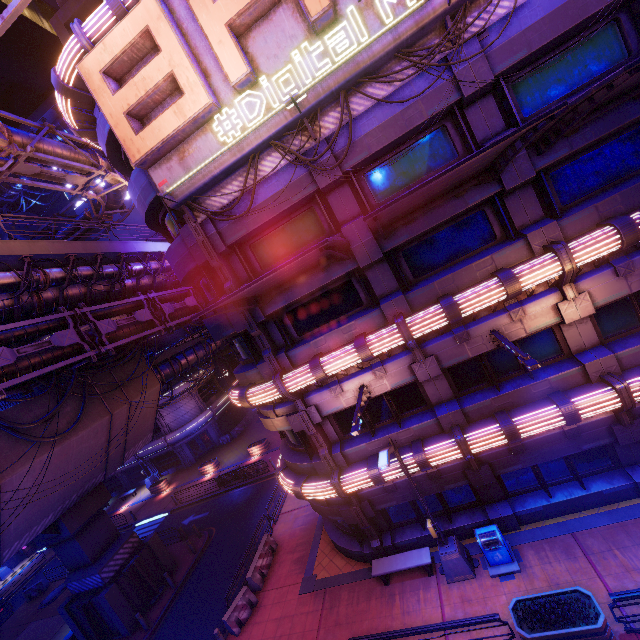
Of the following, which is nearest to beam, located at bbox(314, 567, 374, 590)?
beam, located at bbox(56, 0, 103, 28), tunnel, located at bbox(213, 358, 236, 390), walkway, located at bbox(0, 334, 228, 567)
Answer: walkway, located at bbox(0, 334, 228, 567)

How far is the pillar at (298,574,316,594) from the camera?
14.3 meters

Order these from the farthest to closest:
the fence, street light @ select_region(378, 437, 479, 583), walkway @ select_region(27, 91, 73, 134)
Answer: walkway @ select_region(27, 91, 73, 134) < the fence < street light @ select_region(378, 437, 479, 583)

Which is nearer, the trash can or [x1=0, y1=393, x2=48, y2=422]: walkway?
the trash can

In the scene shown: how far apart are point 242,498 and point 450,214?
25.2m

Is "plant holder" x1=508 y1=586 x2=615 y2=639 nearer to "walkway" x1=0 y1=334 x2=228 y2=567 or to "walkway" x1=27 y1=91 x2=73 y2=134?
"walkway" x1=0 y1=334 x2=228 y2=567

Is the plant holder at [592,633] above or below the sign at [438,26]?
below

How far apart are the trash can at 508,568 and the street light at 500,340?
6.5m
